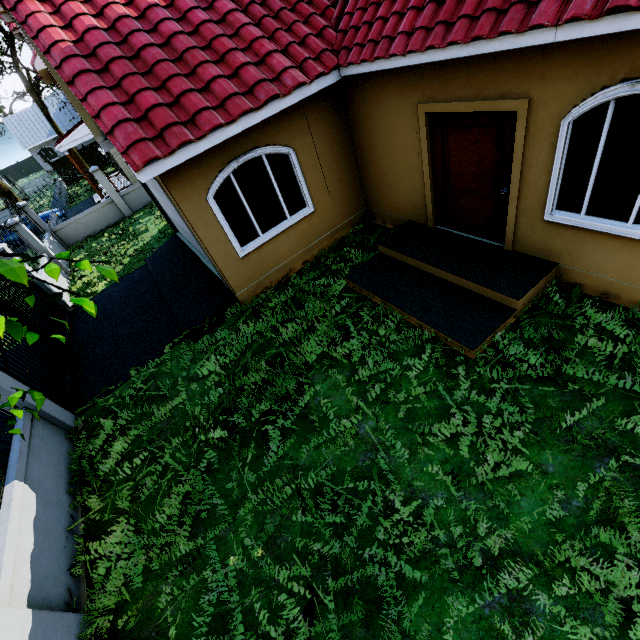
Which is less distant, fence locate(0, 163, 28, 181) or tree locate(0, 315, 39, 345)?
tree locate(0, 315, 39, 345)

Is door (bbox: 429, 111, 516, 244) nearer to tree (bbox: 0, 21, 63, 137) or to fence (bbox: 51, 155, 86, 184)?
tree (bbox: 0, 21, 63, 137)

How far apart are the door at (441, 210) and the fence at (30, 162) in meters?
66.8

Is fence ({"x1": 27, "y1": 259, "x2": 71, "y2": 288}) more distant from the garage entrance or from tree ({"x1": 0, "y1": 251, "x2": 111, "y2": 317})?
the garage entrance

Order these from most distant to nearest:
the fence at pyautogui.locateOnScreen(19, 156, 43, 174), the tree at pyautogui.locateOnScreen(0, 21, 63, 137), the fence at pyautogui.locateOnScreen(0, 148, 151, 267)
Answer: the fence at pyautogui.locateOnScreen(19, 156, 43, 174) → the tree at pyautogui.locateOnScreen(0, 21, 63, 137) → the fence at pyautogui.locateOnScreen(0, 148, 151, 267)

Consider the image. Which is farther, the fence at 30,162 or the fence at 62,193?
the fence at 30,162

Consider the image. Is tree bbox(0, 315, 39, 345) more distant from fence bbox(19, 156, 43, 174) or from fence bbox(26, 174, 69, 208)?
fence bbox(19, 156, 43, 174)

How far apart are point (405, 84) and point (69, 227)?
16.29m
